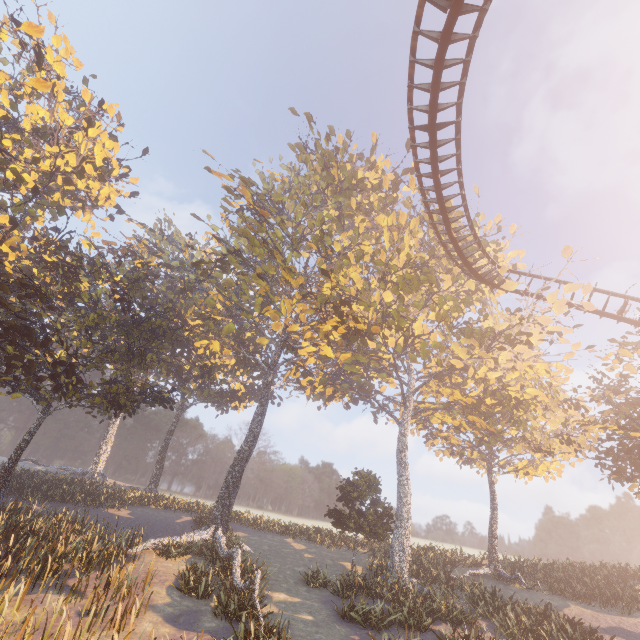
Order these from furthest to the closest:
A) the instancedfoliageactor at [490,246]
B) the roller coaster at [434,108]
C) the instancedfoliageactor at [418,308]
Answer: the instancedfoliageactor at [490,246], the instancedfoliageactor at [418,308], the roller coaster at [434,108]

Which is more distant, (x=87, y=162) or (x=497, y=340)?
(x=87, y=162)

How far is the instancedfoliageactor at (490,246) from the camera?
26.64m

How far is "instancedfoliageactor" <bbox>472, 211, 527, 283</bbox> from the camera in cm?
2664

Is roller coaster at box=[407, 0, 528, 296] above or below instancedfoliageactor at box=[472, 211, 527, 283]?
below

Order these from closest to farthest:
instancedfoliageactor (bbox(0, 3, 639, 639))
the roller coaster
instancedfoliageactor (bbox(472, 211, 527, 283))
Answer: the roller coaster
instancedfoliageactor (bbox(0, 3, 639, 639))
instancedfoliageactor (bbox(472, 211, 527, 283))

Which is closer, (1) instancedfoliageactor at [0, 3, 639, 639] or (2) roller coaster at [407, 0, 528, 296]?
(2) roller coaster at [407, 0, 528, 296]

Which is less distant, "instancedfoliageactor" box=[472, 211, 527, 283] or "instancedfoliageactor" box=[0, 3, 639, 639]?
"instancedfoliageactor" box=[0, 3, 639, 639]
